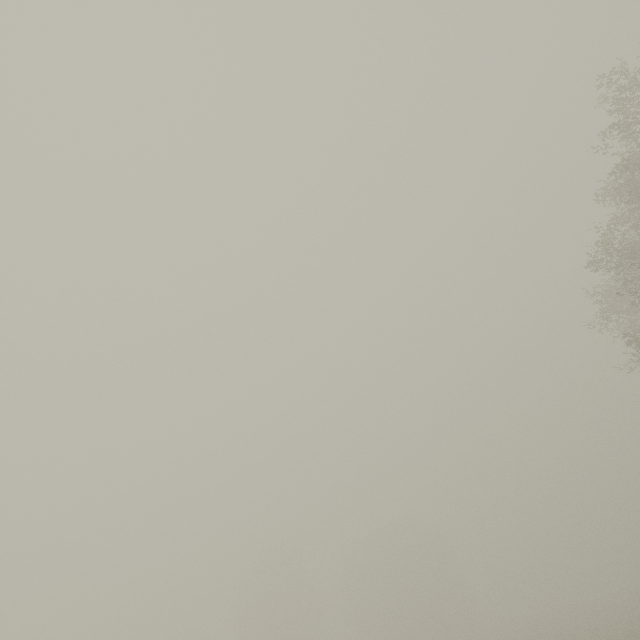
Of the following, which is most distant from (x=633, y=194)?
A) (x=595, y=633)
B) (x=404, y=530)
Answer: (x=404, y=530)
